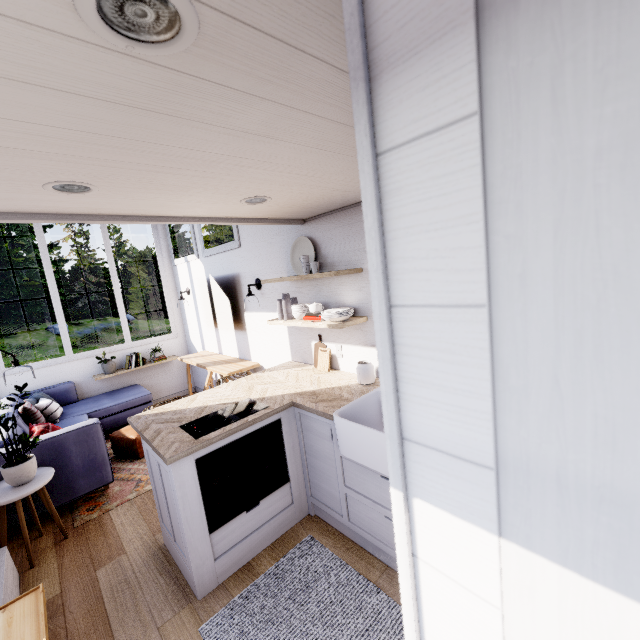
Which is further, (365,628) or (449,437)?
(365,628)

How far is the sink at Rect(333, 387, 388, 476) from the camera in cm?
195

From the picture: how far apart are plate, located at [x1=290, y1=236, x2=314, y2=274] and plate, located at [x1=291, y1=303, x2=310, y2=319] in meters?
0.3

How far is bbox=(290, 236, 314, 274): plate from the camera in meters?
3.2 m

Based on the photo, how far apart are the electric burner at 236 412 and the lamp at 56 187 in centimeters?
159cm

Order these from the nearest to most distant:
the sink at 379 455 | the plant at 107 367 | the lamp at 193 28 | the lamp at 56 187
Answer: the lamp at 193 28
the lamp at 56 187
the sink at 379 455
the plant at 107 367

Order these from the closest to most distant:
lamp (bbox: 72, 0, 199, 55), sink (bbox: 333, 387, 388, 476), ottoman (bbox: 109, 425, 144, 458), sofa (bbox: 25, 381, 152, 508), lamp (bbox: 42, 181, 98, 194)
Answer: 1. lamp (bbox: 72, 0, 199, 55)
2. lamp (bbox: 42, 181, 98, 194)
3. sink (bbox: 333, 387, 388, 476)
4. sofa (bbox: 25, 381, 152, 508)
5. ottoman (bbox: 109, 425, 144, 458)

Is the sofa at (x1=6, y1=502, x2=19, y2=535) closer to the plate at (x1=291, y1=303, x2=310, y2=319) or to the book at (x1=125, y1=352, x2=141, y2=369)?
the book at (x1=125, y1=352, x2=141, y2=369)
